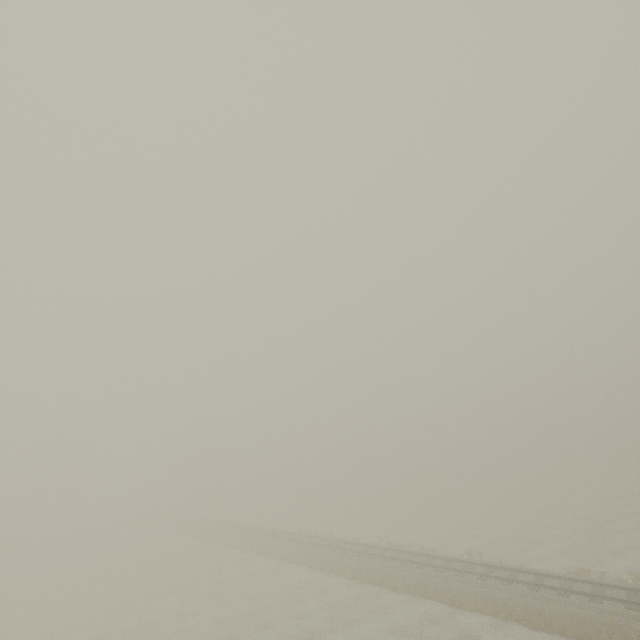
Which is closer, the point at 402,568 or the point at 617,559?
the point at 617,559
